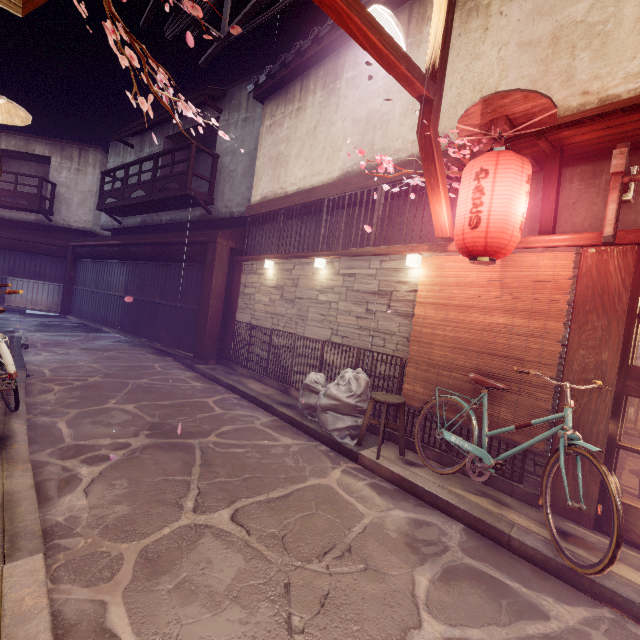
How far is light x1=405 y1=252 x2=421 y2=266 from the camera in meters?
8.5 m

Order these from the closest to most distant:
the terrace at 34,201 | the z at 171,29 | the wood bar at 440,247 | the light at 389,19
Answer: the light at 389,19 → the wood bar at 440,247 → the z at 171,29 → the terrace at 34,201

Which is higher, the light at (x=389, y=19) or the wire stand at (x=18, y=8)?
the light at (x=389, y=19)

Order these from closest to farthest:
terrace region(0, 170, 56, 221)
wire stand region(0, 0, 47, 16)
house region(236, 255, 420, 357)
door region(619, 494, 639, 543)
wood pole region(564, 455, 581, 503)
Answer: wire stand region(0, 0, 47, 16) < door region(619, 494, 639, 543) < wood pole region(564, 455, 581, 503) < house region(236, 255, 420, 357) < terrace region(0, 170, 56, 221)

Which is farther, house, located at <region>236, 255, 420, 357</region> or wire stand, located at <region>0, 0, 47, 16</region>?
house, located at <region>236, 255, 420, 357</region>

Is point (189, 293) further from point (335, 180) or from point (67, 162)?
point (67, 162)

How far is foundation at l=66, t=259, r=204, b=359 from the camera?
17.0m

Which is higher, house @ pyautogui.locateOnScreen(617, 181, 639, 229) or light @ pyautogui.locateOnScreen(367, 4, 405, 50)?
light @ pyautogui.locateOnScreen(367, 4, 405, 50)
